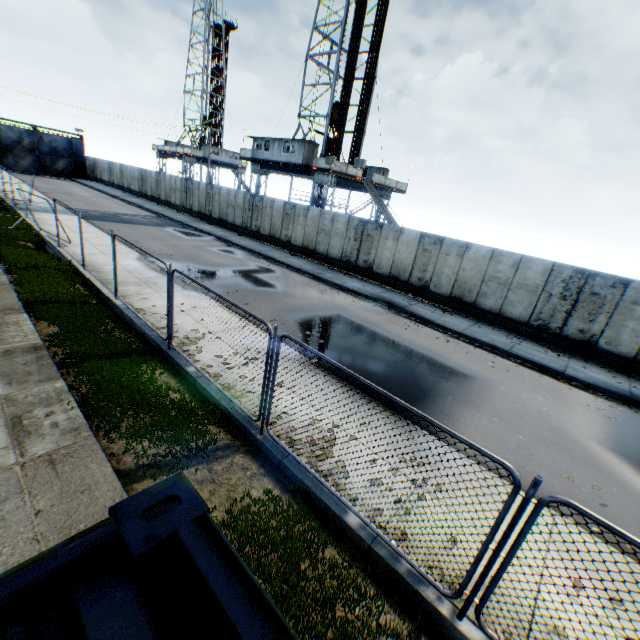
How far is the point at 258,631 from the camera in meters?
1.0 m

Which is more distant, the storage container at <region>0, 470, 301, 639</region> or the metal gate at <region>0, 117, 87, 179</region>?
the metal gate at <region>0, 117, 87, 179</region>

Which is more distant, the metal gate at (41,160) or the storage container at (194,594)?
the metal gate at (41,160)
